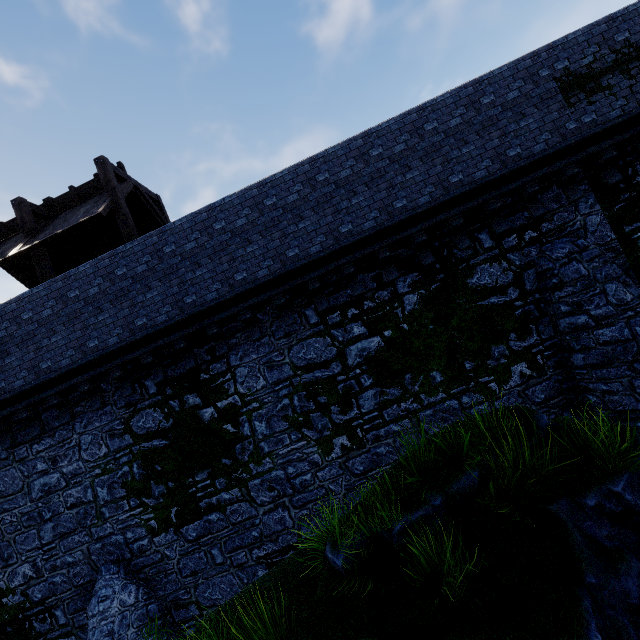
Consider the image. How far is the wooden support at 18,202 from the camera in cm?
998

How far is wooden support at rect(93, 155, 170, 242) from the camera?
9.7 meters

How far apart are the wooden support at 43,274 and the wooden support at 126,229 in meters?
2.6 m

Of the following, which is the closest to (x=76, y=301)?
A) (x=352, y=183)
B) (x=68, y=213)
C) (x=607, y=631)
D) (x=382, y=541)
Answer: (x=68, y=213)

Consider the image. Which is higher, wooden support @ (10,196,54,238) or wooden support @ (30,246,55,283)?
wooden support @ (10,196,54,238)

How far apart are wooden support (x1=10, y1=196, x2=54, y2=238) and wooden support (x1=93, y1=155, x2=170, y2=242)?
2.6 meters

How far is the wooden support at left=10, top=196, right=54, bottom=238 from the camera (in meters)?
9.98
